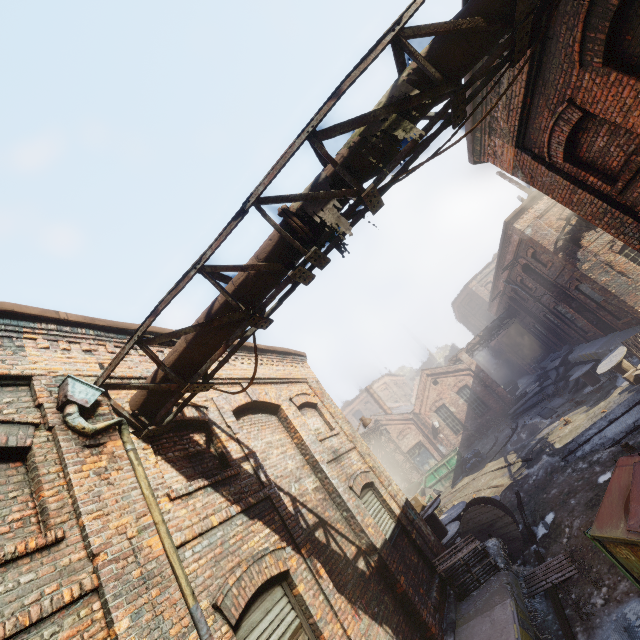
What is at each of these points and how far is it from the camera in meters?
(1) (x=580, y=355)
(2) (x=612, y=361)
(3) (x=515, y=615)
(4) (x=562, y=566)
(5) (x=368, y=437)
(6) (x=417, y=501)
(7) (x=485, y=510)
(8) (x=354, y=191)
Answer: (1) building, 20.1 m
(2) spool, 14.1 m
(3) building, 5.6 m
(4) pallet, 7.2 m
(5) pipe, 27.1 m
(6) carton, 11.6 m
(7) spool, 9.2 m
(8) pipe, 3.8 m

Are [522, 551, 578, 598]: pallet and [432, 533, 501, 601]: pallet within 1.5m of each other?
yes

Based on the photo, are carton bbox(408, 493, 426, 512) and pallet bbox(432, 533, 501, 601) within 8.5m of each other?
yes

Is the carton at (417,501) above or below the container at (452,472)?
above

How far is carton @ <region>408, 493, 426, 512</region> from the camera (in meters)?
11.48

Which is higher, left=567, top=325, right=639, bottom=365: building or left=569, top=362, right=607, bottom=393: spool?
left=567, top=325, right=639, bottom=365: building

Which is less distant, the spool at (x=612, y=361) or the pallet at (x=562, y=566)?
the pallet at (x=562, y=566)

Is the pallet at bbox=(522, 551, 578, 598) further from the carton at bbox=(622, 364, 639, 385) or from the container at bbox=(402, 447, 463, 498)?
the container at bbox=(402, 447, 463, 498)
